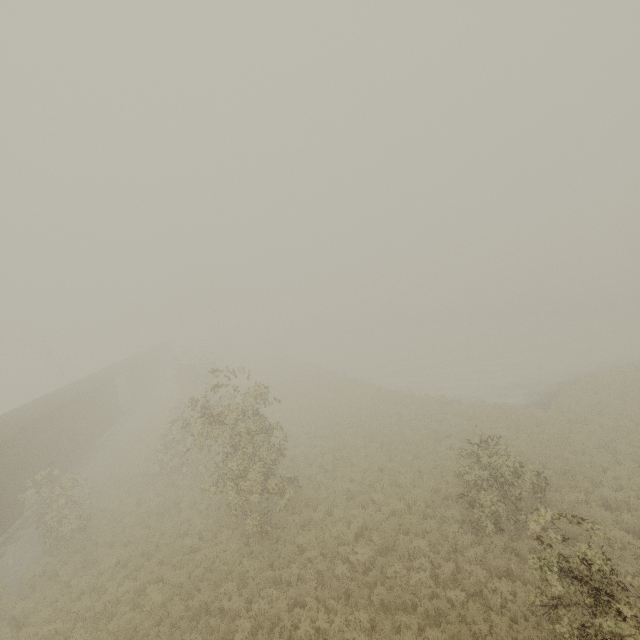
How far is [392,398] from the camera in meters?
25.8
